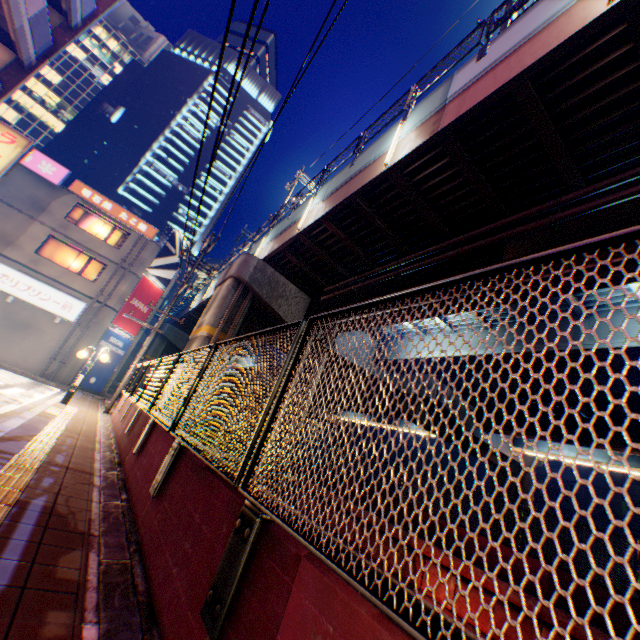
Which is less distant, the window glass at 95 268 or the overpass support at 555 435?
the overpass support at 555 435

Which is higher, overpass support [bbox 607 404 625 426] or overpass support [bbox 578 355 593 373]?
overpass support [bbox 607 404 625 426]

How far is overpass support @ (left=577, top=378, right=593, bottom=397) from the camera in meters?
17.0

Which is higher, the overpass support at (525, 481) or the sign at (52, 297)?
the overpass support at (525, 481)

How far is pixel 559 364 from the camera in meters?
12.6 m

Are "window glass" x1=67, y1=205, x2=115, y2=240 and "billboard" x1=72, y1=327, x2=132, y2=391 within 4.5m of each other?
no

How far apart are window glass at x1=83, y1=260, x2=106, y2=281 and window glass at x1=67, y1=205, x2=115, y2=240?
1.5m

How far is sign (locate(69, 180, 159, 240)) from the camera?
22.64m
